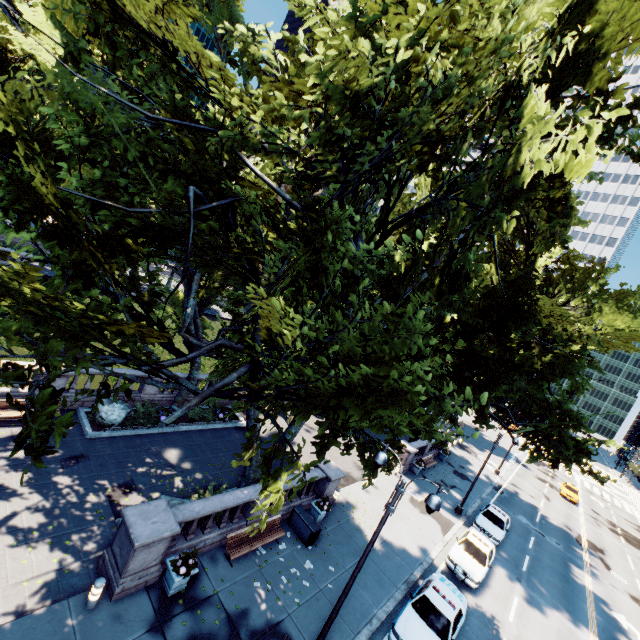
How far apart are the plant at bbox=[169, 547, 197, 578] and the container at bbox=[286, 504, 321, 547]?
5.54m

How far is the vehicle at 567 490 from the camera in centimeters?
3940cm

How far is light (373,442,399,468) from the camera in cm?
1000

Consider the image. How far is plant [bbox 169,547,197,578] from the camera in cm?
1026

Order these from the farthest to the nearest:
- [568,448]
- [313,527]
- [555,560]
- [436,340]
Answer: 1. [555,560]
2. [568,448]
3. [313,527]
4. [436,340]

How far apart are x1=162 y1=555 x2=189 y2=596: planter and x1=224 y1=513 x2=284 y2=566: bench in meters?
1.6

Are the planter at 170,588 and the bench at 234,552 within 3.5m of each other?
yes

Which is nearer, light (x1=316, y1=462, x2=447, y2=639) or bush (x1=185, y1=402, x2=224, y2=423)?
light (x1=316, y1=462, x2=447, y2=639)
